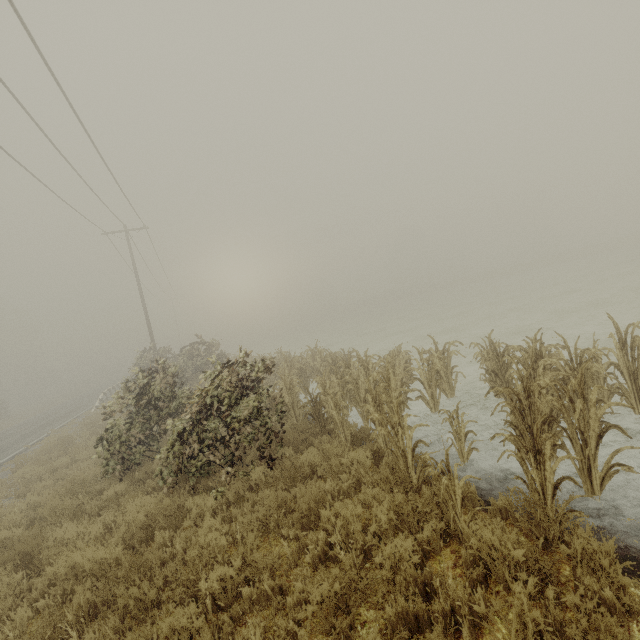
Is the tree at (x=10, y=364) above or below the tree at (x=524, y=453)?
above

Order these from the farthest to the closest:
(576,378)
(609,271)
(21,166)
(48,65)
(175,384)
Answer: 1. (609,271)
2. (21,166)
3. (175,384)
4. (48,65)
5. (576,378)

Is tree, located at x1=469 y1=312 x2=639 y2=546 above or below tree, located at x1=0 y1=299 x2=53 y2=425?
below

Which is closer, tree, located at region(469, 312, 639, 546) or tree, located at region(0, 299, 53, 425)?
tree, located at region(469, 312, 639, 546)

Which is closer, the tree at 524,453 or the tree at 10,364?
the tree at 524,453
